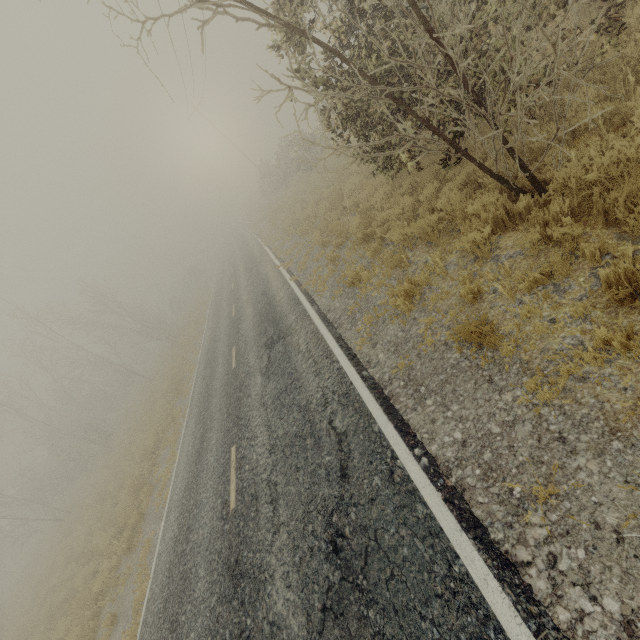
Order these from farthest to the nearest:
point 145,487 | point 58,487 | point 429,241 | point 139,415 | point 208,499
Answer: point 58,487 → point 139,415 → point 145,487 → point 208,499 → point 429,241
